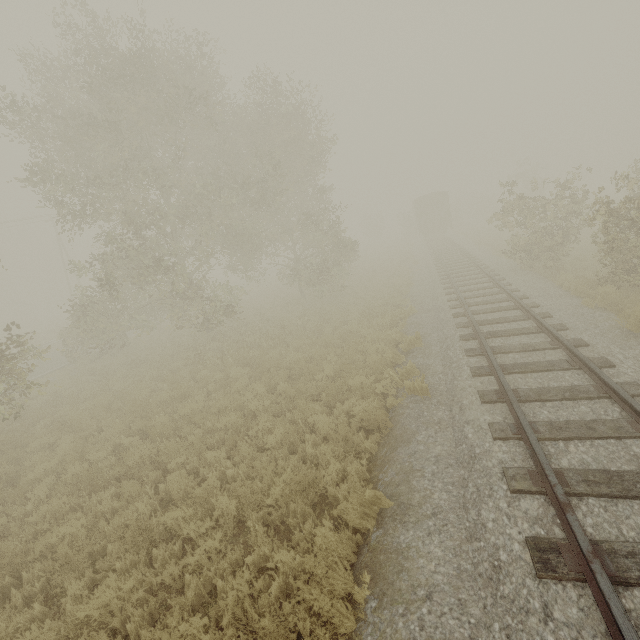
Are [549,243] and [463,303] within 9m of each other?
yes

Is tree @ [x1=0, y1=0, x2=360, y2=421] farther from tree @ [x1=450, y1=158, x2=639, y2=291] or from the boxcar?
the boxcar

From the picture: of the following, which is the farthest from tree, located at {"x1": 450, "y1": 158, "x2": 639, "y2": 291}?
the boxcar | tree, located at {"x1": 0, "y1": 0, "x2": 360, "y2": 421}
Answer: tree, located at {"x1": 0, "y1": 0, "x2": 360, "y2": 421}

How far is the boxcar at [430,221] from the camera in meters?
34.0

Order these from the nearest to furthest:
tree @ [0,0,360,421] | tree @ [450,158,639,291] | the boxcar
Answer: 1. tree @ [450,158,639,291]
2. tree @ [0,0,360,421]
3. the boxcar

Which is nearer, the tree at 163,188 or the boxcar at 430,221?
the tree at 163,188
